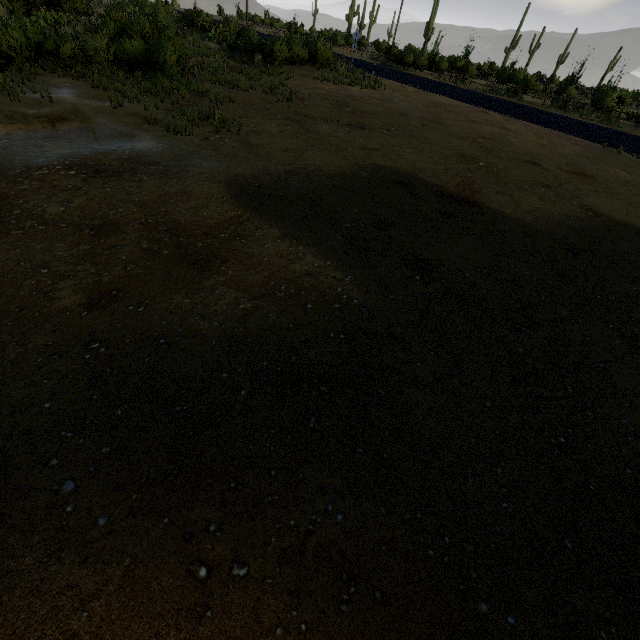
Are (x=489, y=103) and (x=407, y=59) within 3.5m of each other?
no
